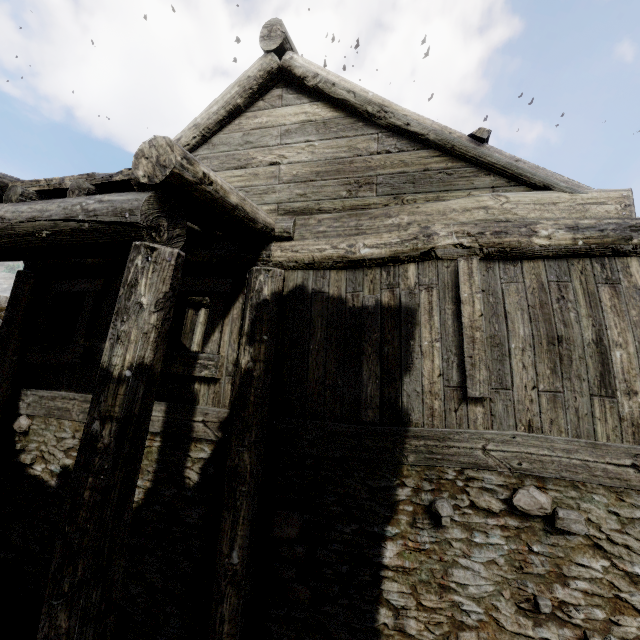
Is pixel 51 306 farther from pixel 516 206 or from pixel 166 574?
pixel 516 206
